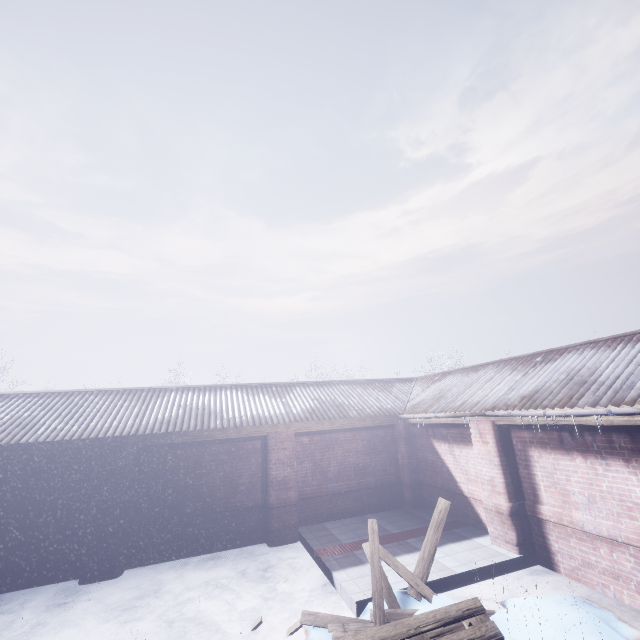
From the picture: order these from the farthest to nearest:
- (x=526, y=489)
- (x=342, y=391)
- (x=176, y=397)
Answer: (x=342, y=391) → (x=176, y=397) → (x=526, y=489)
